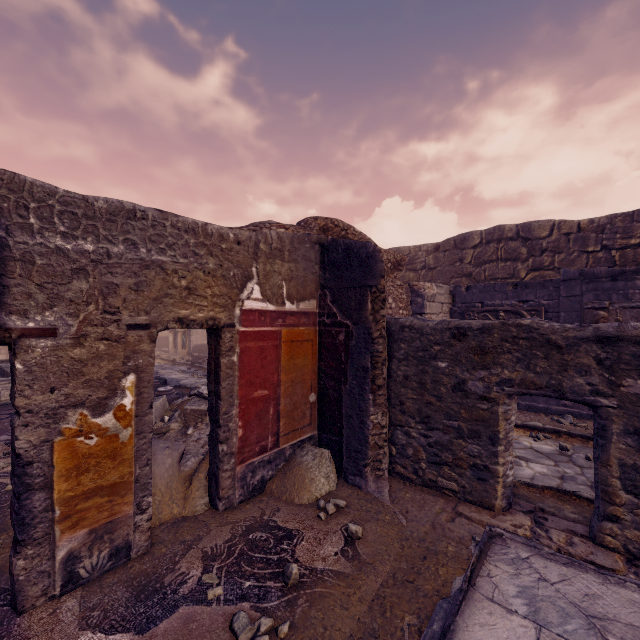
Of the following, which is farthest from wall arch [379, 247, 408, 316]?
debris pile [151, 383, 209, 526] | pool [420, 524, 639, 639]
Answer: pool [420, 524, 639, 639]

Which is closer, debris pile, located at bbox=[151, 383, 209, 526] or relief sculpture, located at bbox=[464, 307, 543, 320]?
debris pile, located at bbox=[151, 383, 209, 526]

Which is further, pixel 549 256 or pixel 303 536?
pixel 549 256

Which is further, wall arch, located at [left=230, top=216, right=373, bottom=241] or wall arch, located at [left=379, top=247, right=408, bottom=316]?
wall arch, located at [left=379, top=247, right=408, bottom=316]

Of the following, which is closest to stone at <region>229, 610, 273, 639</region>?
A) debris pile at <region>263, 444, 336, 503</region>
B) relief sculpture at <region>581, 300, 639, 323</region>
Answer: debris pile at <region>263, 444, 336, 503</region>

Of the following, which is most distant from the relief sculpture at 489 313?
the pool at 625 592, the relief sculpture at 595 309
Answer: the pool at 625 592

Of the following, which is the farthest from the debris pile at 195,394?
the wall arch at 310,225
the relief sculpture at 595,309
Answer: the relief sculpture at 595,309

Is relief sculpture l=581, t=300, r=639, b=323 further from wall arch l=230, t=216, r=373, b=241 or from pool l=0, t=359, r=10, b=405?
pool l=0, t=359, r=10, b=405
